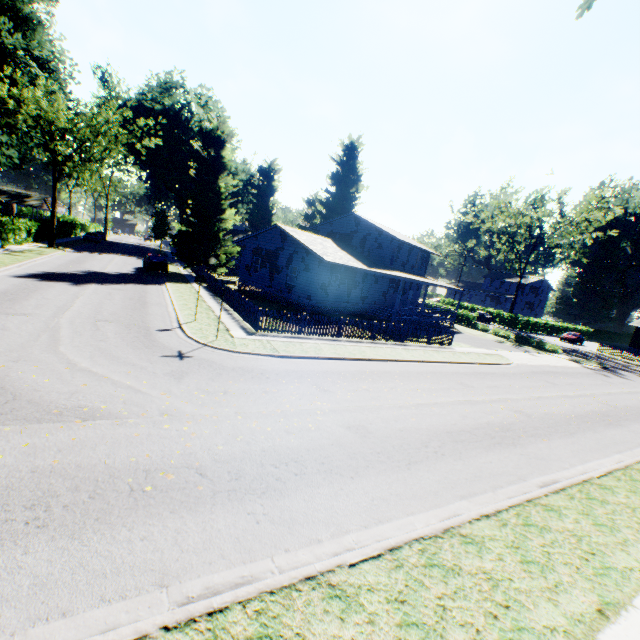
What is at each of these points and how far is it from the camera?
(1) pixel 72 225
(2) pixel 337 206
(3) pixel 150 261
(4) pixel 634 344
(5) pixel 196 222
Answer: (1) hedge, 55.7m
(2) plant, 53.5m
(3) car, 29.9m
(4) house, 51.2m
(5) plant, 31.0m

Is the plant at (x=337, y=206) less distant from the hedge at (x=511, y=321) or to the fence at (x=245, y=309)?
the fence at (x=245, y=309)

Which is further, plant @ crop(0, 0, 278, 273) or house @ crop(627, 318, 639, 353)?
house @ crop(627, 318, 639, 353)

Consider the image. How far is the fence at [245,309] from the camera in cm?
1677

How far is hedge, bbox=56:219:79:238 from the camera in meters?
45.4

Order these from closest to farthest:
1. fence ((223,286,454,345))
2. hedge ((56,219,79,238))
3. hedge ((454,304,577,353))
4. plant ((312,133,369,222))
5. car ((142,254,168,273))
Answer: fence ((223,286,454,345)) → car ((142,254,168,273)) → hedge ((454,304,577,353)) → hedge ((56,219,79,238)) → plant ((312,133,369,222))

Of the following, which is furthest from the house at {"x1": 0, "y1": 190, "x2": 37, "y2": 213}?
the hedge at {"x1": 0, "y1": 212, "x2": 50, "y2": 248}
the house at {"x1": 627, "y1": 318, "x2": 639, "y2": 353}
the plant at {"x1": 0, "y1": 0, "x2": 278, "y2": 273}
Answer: the house at {"x1": 627, "y1": 318, "x2": 639, "y2": 353}

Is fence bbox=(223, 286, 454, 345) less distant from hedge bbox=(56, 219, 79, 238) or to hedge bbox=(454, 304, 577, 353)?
hedge bbox=(454, 304, 577, 353)
